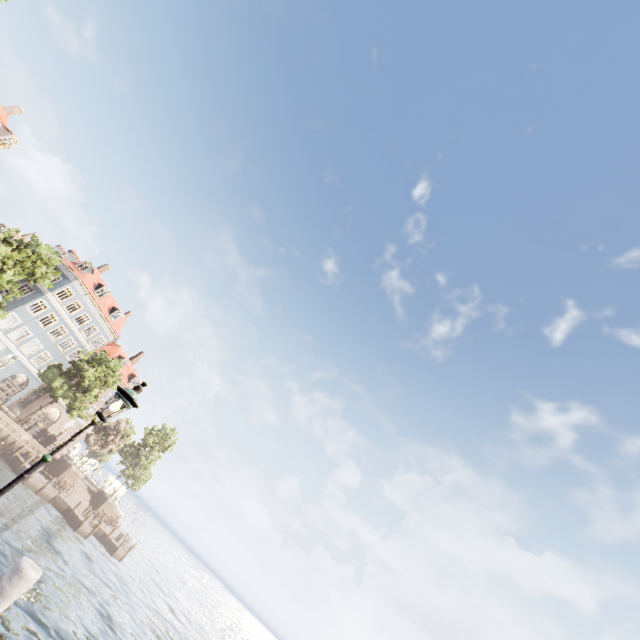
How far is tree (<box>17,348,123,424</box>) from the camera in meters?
32.6 m

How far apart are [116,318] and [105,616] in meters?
36.5

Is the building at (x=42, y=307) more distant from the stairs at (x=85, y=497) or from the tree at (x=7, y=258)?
the stairs at (x=85, y=497)

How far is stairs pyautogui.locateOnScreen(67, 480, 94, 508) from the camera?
36.28m

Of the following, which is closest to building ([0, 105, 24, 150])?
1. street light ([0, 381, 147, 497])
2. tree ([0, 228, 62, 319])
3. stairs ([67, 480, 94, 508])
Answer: tree ([0, 228, 62, 319])

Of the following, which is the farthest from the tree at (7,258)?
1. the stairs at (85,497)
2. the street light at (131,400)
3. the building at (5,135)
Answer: the stairs at (85,497)

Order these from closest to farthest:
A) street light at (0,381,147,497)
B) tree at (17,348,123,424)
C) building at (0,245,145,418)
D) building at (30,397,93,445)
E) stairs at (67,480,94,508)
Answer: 1. street light at (0,381,147,497)
2. tree at (17,348,123,424)
3. stairs at (67,480,94,508)
4. building at (0,245,145,418)
5. building at (30,397,93,445)

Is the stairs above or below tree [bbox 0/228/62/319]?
below
